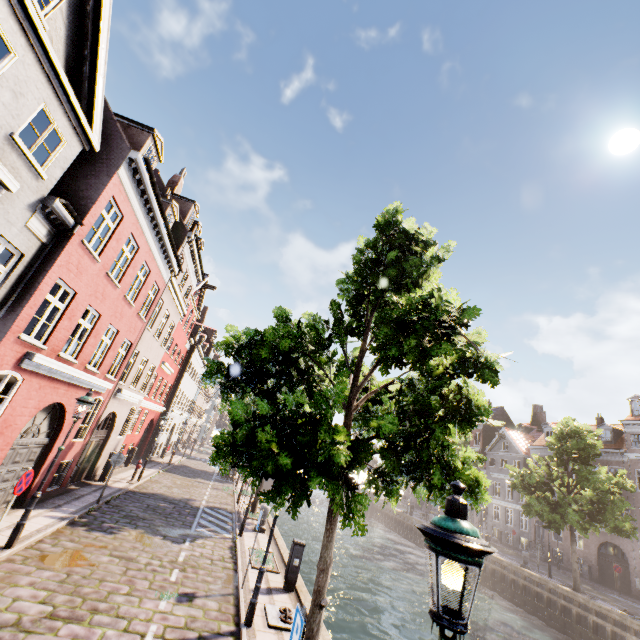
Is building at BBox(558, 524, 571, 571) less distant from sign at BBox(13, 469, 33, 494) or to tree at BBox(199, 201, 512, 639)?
tree at BBox(199, 201, 512, 639)

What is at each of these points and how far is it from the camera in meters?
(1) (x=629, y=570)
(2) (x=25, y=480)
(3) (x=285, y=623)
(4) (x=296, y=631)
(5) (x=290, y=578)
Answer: (1) building, 25.7
(2) sign, 7.3
(3) boat ring, 7.7
(4) sign, 4.2
(5) electrical box, 9.8

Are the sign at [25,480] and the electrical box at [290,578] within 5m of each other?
no

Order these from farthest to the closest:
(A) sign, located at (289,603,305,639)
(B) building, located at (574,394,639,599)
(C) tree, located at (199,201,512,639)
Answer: (B) building, located at (574,394,639,599), (C) tree, located at (199,201,512,639), (A) sign, located at (289,603,305,639)

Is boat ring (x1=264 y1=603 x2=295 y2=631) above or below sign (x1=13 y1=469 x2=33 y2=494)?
below

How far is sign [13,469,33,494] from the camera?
7.09m

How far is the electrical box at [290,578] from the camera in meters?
9.7

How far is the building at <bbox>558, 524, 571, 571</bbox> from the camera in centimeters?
2995cm
